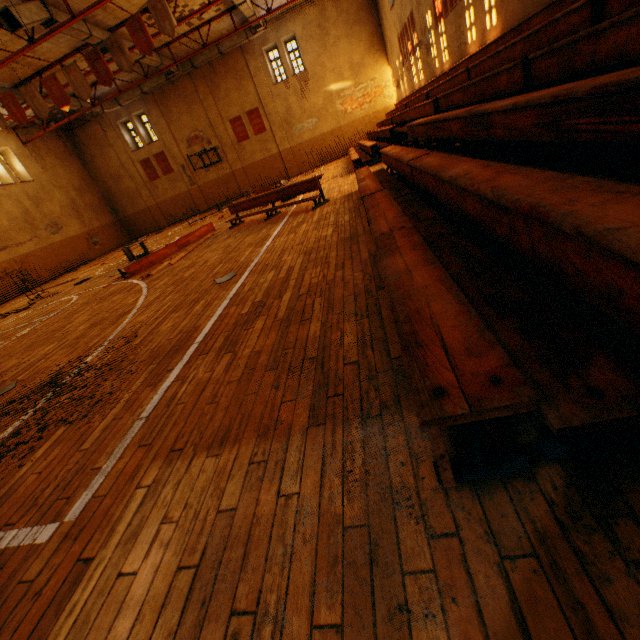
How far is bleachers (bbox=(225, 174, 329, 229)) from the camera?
7.8 meters

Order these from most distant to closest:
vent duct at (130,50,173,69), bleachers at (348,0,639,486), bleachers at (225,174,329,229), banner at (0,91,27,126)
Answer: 1. vent duct at (130,50,173,69)
2. banner at (0,91,27,126)
3. bleachers at (225,174,329,229)
4. bleachers at (348,0,639,486)

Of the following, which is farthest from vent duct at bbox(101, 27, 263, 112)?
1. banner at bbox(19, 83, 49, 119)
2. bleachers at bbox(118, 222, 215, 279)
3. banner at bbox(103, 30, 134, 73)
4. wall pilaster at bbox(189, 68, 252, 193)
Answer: bleachers at bbox(118, 222, 215, 279)

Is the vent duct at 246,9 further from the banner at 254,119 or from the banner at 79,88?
the banner at 254,119

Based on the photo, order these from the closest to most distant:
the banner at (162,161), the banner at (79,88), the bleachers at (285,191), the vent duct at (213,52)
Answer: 1. the bleachers at (285,191)
2. the banner at (79,88)
3. the vent duct at (213,52)
4. the banner at (162,161)

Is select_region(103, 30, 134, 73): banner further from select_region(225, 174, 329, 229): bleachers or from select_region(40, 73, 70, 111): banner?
select_region(225, 174, 329, 229): bleachers

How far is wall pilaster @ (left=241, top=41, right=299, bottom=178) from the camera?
21.2m

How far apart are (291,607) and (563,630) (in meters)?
0.76
